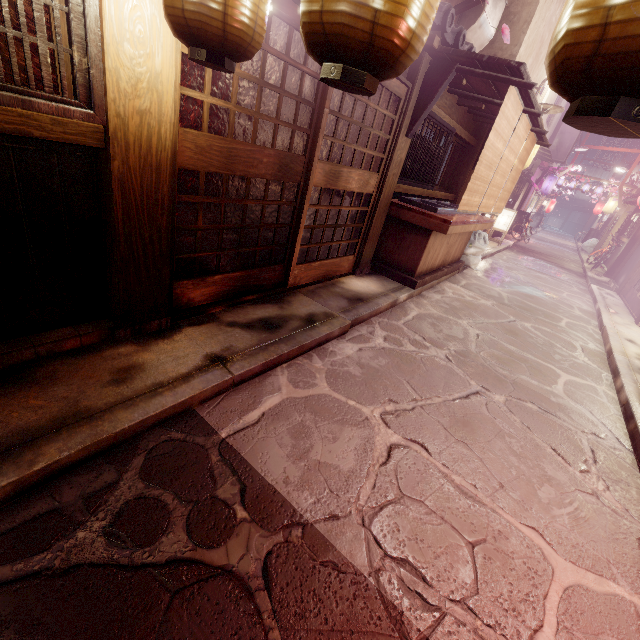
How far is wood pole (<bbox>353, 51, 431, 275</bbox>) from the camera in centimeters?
801cm

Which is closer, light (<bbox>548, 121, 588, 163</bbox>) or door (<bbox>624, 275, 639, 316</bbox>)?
door (<bbox>624, 275, 639, 316</bbox>)

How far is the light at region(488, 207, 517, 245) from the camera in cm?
2409

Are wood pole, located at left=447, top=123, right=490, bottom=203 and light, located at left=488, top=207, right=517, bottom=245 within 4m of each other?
no

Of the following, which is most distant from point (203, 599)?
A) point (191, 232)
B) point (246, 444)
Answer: point (191, 232)

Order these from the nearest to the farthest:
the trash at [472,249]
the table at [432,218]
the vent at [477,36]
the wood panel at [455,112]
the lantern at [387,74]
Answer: the lantern at [387,74] < the table at [432,218] < the wood panel at [455,112] < the vent at [477,36] < the trash at [472,249]

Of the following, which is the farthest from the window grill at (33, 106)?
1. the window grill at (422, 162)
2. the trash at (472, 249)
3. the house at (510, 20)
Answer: the house at (510, 20)

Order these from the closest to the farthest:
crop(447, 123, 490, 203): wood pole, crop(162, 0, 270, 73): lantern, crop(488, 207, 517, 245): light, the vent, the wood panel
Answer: crop(162, 0, 270, 73): lantern
the wood panel
the vent
crop(447, 123, 490, 203): wood pole
crop(488, 207, 517, 245): light
